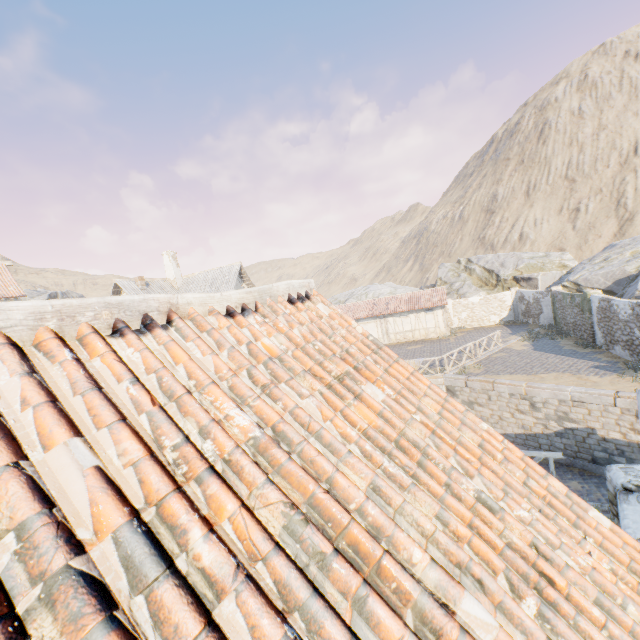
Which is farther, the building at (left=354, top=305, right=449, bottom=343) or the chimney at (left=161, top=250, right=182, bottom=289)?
the building at (left=354, top=305, right=449, bottom=343)

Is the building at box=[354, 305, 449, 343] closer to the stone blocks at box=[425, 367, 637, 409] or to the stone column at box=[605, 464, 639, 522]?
the stone blocks at box=[425, 367, 637, 409]

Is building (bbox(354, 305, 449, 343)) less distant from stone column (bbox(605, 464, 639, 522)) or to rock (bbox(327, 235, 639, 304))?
rock (bbox(327, 235, 639, 304))

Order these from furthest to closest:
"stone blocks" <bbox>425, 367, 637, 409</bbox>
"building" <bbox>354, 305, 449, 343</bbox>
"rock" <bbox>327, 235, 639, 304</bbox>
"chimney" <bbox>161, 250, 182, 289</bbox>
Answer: "building" <bbox>354, 305, 449, 343</bbox> < "chimney" <bbox>161, 250, 182, 289</bbox> < "rock" <bbox>327, 235, 639, 304</bbox> < "stone blocks" <bbox>425, 367, 637, 409</bbox>

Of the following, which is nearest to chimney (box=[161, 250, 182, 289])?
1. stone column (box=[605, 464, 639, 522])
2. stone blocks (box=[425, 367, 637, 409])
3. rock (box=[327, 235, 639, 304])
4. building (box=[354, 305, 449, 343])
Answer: stone blocks (box=[425, 367, 637, 409])

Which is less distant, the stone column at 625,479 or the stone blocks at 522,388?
the stone column at 625,479

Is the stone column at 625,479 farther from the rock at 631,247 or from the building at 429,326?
the building at 429,326

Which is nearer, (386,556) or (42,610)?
(42,610)
